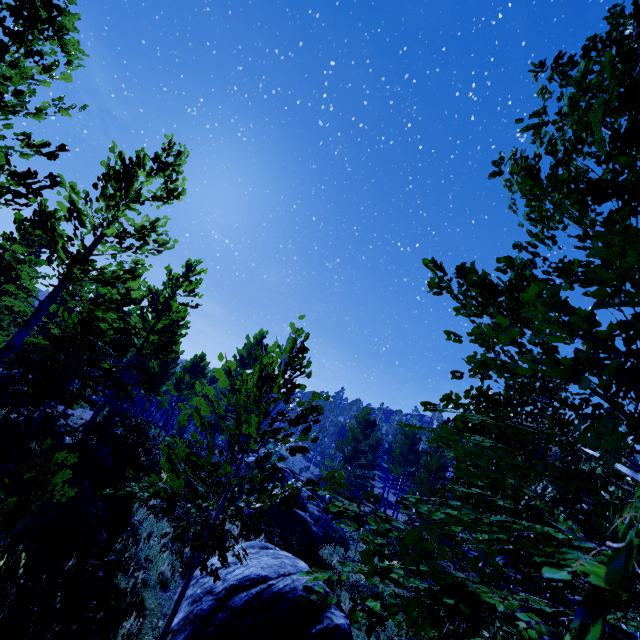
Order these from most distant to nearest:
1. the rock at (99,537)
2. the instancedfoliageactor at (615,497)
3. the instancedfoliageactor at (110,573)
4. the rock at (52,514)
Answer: the rock at (99,537), the rock at (52,514), the instancedfoliageactor at (110,573), the instancedfoliageactor at (615,497)

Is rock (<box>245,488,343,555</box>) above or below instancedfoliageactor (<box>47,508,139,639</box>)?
below

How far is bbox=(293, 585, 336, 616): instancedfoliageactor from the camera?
1.4m

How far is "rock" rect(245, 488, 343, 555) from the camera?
12.60m

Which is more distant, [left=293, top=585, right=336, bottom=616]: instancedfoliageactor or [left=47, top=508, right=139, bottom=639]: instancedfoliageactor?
[left=47, top=508, right=139, bottom=639]: instancedfoliageactor

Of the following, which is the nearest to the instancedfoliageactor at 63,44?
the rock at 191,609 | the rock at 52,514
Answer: the rock at 191,609

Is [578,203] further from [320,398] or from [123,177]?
[123,177]
